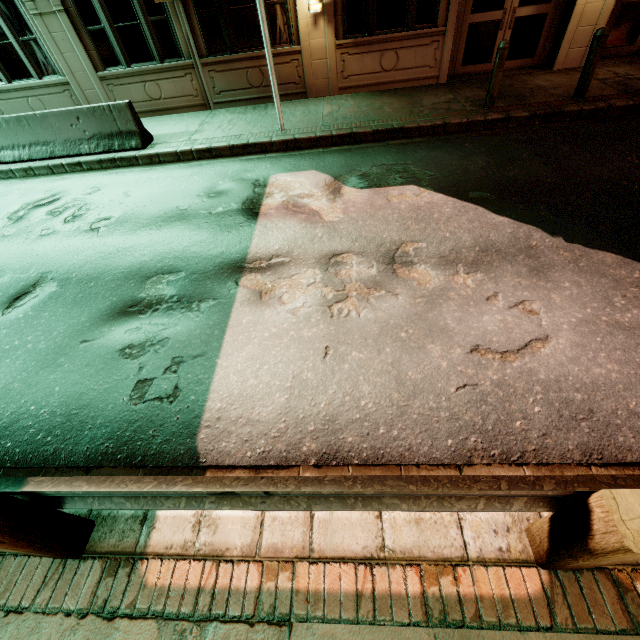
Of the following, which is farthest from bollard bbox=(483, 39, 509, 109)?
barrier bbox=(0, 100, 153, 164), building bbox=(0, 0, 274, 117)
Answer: barrier bbox=(0, 100, 153, 164)

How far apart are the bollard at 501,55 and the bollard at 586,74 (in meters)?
1.69

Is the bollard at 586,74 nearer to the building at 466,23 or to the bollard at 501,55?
the bollard at 501,55

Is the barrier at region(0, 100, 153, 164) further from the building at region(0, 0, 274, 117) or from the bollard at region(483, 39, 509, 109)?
the bollard at region(483, 39, 509, 109)

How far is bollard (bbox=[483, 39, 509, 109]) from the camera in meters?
6.7

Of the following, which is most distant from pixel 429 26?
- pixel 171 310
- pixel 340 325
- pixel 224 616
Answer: pixel 224 616

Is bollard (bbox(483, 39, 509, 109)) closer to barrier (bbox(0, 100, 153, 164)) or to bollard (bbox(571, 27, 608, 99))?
bollard (bbox(571, 27, 608, 99))

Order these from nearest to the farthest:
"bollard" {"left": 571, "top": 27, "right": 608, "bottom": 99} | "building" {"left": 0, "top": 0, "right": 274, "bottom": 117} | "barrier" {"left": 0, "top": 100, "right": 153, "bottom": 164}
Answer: "bollard" {"left": 571, "top": 27, "right": 608, "bottom": 99}, "barrier" {"left": 0, "top": 100, "right": 153, "bottom": 164}, "building" {"left": 0, "top": 0, "right": 274, "bottom": 117}
